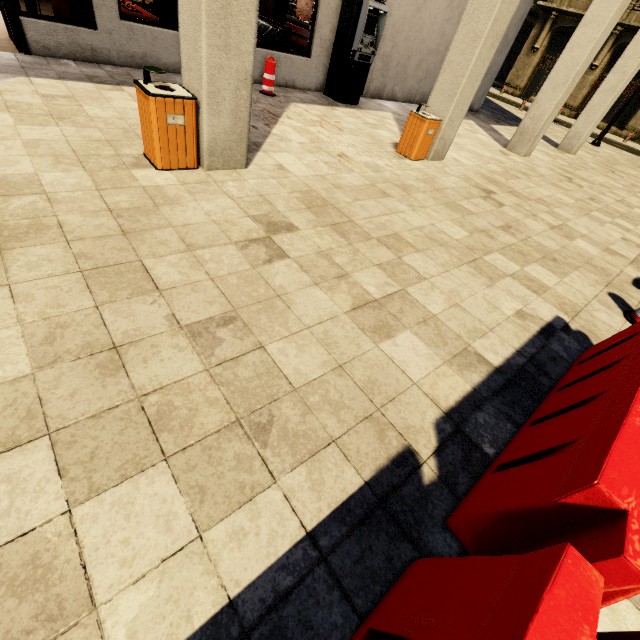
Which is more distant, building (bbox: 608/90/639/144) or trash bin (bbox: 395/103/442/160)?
building (bbox: 608/90/639/144)

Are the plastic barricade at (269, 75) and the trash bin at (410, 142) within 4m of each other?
yes

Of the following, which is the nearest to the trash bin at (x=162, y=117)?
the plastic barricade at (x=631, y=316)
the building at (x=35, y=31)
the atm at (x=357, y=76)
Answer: the building at (x=35, y=31)

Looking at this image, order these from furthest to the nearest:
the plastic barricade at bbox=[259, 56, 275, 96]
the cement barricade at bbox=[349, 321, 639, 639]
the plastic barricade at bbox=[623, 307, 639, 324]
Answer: the plastic barricade at bbox=[259, 56, 275, 96]
the plastic barricade at bbox=[623, 307, 639, 324]
the cement barricade at bbox=[349, 321, 639, 639]

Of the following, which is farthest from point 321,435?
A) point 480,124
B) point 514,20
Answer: point 514,20

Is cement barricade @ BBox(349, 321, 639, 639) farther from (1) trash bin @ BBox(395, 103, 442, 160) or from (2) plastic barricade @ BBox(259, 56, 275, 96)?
(2) plastic barricade @ BBox(259, 56, 275, 96)

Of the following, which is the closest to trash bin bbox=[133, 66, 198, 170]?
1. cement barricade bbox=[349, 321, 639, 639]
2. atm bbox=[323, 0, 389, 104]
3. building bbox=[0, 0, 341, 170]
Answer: building bbox=[0, 0, 341, 170]

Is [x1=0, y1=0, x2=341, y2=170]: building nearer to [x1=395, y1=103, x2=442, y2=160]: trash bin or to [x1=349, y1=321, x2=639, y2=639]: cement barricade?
[x1=395, y1=103, x2=442, y2=160]: trash bin
